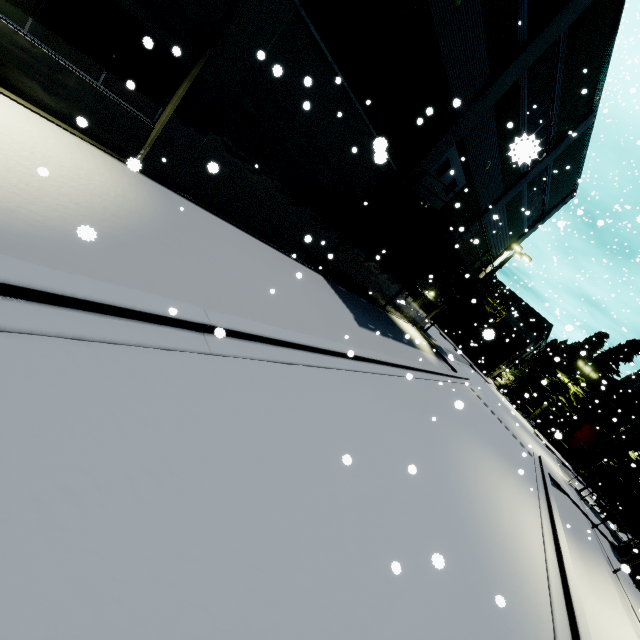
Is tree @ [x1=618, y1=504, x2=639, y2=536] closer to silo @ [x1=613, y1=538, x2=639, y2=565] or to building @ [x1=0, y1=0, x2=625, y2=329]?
silo @ [x1=613, y1=538, x2=639, y2=565]

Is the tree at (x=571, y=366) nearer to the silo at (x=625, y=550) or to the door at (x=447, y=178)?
the silo at (x=625, y=550)

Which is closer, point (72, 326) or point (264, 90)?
point (72, 326)

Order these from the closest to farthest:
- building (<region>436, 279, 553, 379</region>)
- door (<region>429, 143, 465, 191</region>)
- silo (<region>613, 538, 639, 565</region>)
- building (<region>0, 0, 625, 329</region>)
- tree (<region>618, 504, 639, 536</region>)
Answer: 1. building (<region>0, 0, 625, 329</region>)
2. door (<region>429, 143, 465, 191</region>)
3. silo (<region>613, 538, 639, 565</region>)
4. tree (<region>618, 504, 639, 536</region>)
5. building (<region>436, 279, 553, 379</region>)

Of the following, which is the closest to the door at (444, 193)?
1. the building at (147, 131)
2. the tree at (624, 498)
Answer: the building at (147, 131)

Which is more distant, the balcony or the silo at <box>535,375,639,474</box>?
the silo at <box>535,375,639,474</box>

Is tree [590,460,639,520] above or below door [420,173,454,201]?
below

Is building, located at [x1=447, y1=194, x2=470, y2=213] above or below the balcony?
above
